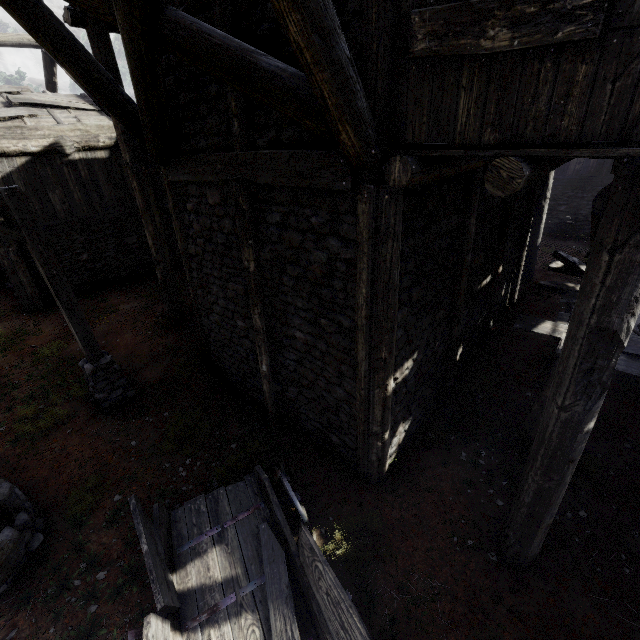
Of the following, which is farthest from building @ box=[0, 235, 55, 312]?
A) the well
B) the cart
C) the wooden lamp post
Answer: the well

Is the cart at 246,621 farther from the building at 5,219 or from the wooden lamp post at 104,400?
the wooden lamp post at 104,400

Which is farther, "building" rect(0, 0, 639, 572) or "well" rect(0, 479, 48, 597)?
"well" rect(0, 479, 48, 597)

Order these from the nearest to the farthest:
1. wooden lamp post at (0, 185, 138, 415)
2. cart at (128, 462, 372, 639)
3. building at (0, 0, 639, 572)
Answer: building at (0, 0, 639, 572), cart at (128, 462, 372, 639), wooden lamp post at (0, 185, 138, 415)

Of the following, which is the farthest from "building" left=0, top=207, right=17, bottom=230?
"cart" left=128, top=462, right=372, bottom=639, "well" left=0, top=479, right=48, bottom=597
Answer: "well" left=0, top=479, right=48, bottom=597

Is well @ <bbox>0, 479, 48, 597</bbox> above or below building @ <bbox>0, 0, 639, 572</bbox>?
below

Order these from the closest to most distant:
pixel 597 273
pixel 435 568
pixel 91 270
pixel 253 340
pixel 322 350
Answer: pixel 597 273 < pixel 435 568 < pixel 322 350 < pixel 253 340 < pixel 91 270
